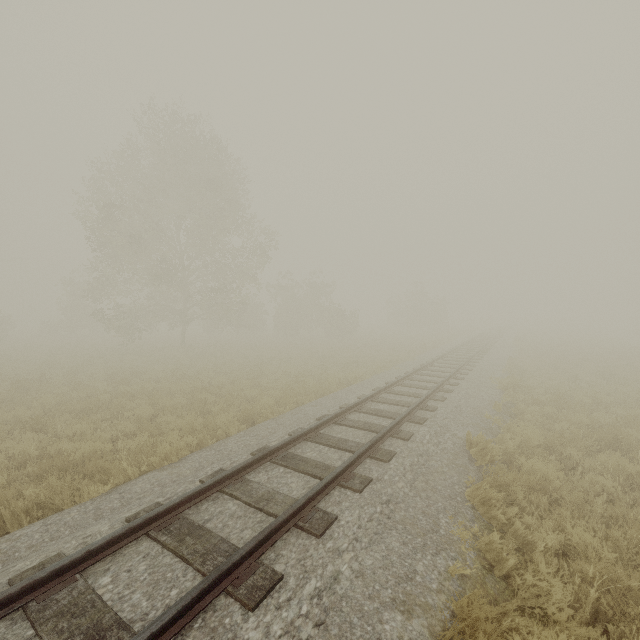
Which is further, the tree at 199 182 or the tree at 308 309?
the tree at 308 309

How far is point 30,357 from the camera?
20.73m

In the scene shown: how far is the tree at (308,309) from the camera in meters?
33.2 m

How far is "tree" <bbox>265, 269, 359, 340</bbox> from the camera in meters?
33.2

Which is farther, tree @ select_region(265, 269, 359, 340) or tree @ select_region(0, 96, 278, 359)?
tree @ select_region(265, 269, 359, 340)
